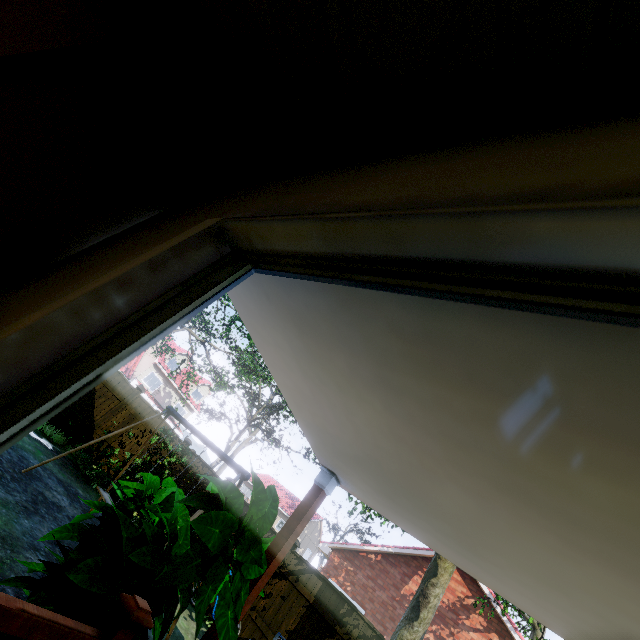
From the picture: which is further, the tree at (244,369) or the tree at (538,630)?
the tree at (244,369)

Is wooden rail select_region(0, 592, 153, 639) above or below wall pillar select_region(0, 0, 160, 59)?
below

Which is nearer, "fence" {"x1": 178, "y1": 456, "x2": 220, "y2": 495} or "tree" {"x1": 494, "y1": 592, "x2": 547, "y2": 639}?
"tree" {"x1": 494, "y1": 592, "x2": 547, "y2": 639}

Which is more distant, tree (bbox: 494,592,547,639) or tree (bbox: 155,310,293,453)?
tree (bbox: 155,310,293,453)

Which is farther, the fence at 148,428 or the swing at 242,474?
the fence at 148,428

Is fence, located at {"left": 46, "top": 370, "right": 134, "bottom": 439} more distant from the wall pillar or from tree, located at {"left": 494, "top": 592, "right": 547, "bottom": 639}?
the wall pillar

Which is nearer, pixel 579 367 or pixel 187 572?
pixel 579 367

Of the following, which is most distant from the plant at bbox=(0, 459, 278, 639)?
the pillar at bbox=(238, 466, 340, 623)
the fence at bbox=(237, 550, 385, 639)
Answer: the fence at bbox=(237, 550, 385, 639)
